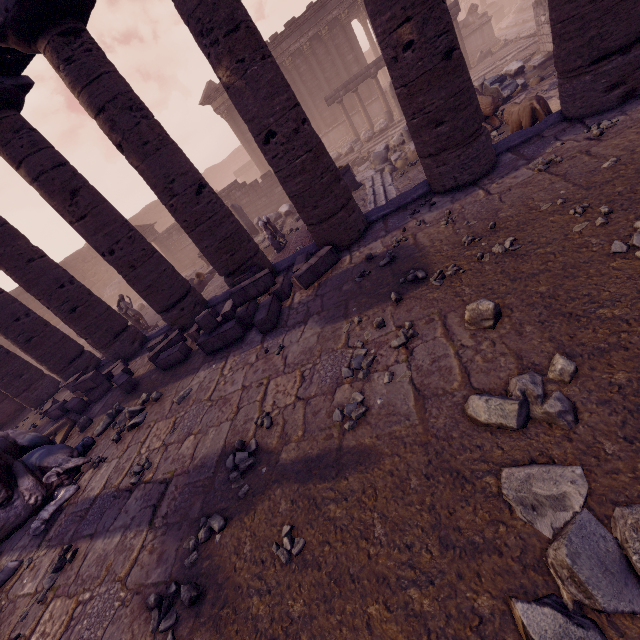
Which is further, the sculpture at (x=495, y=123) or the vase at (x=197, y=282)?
the vase at (x=197, y=282)

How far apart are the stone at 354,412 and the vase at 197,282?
10.94m

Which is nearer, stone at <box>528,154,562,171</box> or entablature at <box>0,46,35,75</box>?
stone at <box>528,154,562,171</box>

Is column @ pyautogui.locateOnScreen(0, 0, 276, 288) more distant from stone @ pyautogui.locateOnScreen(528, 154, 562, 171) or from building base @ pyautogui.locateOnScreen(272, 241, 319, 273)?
stone @ pyautogui.locateOnScreen(528, 154, 562, 171)

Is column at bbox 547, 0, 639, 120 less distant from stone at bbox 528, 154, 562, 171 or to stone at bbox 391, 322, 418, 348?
stone at bbox 528, 154, 562, 171

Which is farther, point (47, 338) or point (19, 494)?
point (47, 338)

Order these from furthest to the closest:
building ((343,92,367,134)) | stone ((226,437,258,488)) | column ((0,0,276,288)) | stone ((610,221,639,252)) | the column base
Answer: Answer: building ((343,92,367,134)), the column base, column ((0,0,276,288)), stone ((226,437,258,488)), stone ((610,221,639,252))

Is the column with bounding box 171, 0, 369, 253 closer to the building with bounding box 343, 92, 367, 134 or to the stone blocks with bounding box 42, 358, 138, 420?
the stone blocks with bounding box 42, 358, 138, 420
